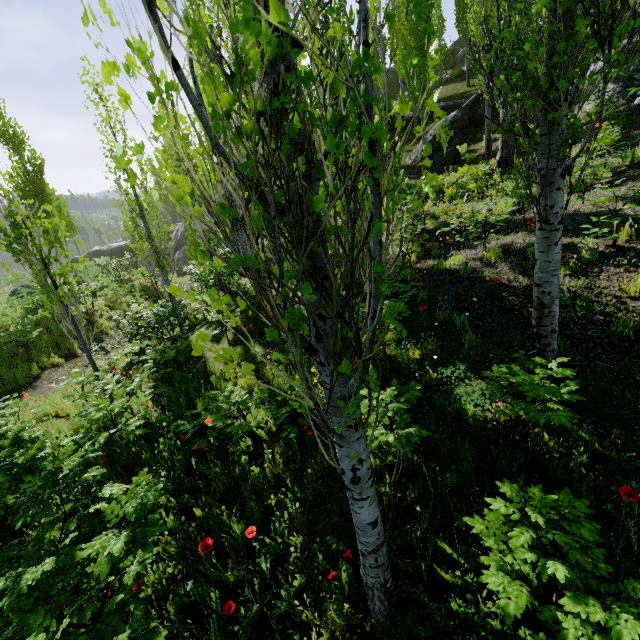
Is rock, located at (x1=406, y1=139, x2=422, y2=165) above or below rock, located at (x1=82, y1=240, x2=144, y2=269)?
above

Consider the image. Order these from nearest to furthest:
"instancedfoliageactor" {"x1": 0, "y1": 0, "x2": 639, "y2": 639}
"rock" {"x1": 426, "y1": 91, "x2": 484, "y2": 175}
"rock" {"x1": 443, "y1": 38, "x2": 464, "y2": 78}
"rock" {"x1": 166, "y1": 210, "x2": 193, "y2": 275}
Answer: "instancedfoliageactor" {"x1": 0, "y1": 0, "x2": 639, "y2": 639} → "rock" {"x1": 426, "y1": 91, "x2": 484, "y2": 175} → "rock" {"x1": 166, "y1": 210, "x2": 193, "y2": 275} → "rock" {"x1": 443, "y1": 38, "x2": 464, "y2": 78}

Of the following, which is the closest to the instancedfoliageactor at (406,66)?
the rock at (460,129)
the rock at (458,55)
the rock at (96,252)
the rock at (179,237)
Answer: the rock at (460,129)

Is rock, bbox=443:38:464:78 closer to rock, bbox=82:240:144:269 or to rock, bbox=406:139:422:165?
rock, bbox=82:240:144:269

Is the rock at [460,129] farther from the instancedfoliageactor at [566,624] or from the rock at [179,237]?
the rock at [179,237]

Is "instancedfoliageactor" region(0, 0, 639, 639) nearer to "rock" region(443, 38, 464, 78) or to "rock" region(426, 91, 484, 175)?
"rock" region(426, 91, 484, 175)

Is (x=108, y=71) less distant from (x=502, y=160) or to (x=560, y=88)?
(x=560, y=88)

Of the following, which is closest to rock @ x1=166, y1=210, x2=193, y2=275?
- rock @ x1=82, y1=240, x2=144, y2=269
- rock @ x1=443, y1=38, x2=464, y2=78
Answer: rock @ x1=82, y1=240, x2=144, y2=269
